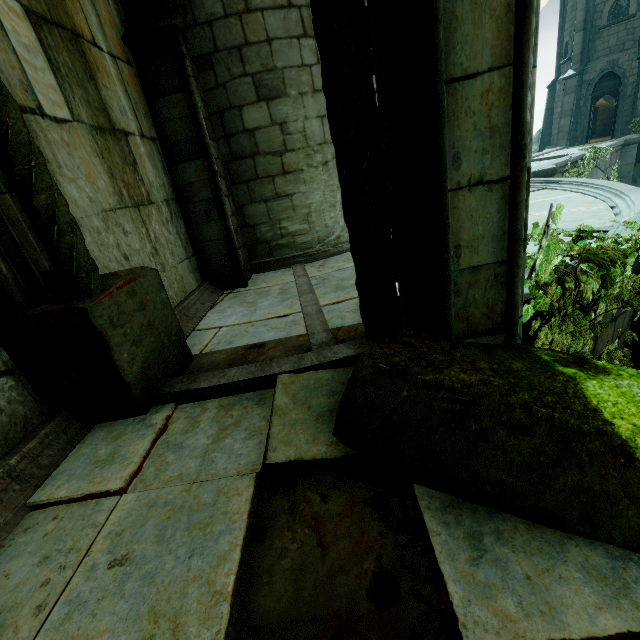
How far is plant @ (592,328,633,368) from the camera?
3.2m

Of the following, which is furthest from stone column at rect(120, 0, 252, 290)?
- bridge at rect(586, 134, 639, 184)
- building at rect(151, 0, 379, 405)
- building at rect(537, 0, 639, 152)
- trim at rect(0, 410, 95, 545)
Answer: building at rect(537, 0, 639, 152)

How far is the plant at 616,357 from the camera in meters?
3.2

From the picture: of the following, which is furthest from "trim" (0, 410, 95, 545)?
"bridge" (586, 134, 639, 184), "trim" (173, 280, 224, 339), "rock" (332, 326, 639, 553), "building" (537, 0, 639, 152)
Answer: "building" (537, 0, 639, 152)

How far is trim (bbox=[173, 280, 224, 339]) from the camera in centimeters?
425cm

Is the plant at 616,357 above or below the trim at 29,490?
below

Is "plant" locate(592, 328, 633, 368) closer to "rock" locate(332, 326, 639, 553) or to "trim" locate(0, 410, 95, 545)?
"rock" locate(332, 326, 639, 553)

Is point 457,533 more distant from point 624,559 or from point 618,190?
point 618,190
